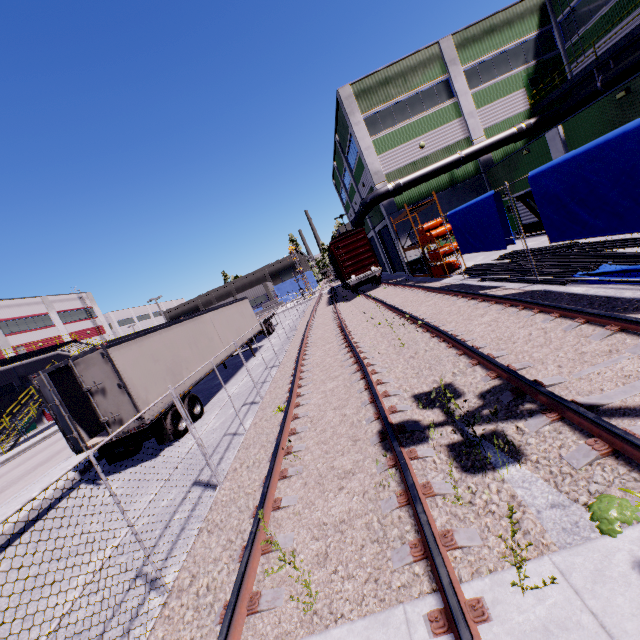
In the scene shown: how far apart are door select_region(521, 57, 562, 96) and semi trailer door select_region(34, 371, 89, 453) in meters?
33.0

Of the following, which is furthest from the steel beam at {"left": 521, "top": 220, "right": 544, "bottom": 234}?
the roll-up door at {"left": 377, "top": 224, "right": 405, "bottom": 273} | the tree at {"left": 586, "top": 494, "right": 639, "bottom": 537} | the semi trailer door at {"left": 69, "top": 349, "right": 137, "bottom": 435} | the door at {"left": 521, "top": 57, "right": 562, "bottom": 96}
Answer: the semi trailer door at {"left": 69, "top": 349, "right": 137, "bottom": 435}

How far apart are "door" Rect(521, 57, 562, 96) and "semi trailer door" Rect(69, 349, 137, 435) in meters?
31.5 m

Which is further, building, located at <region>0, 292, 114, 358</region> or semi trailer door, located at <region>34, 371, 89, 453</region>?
building, located at <region>0, 292, 114, 358</region>

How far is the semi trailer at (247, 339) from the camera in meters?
19.4 m

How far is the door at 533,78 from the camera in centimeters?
2364cm

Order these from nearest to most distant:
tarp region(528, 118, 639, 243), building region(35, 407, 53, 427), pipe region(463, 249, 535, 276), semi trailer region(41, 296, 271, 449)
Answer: tarp region(528, 118, 639, 243) → semi trailer region(41, 296, 271, 449) → pipe region(463, 249, 535, 276) → building region(35, 407, 53, 427)

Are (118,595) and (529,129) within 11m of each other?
no
